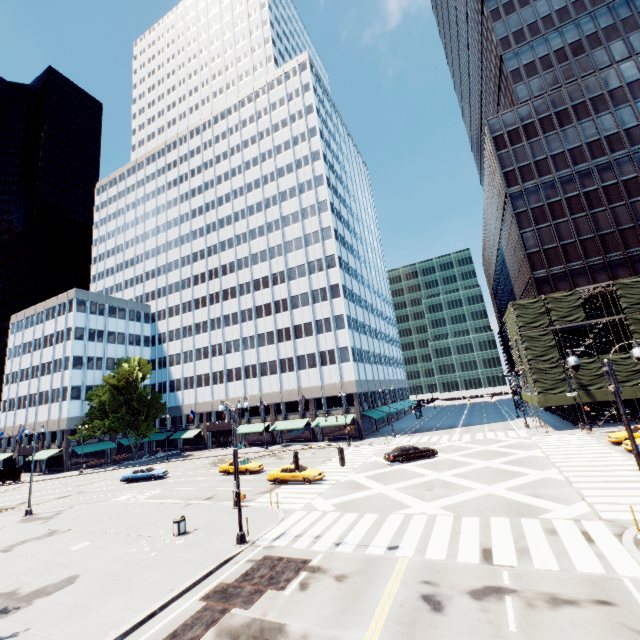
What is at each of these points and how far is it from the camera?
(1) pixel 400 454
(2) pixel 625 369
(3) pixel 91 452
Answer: (1) vehicle, 30.5m
(2) scaffolding, 34.6m
(3) building, 58.8m

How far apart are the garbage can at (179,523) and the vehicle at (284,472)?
10.1 meters

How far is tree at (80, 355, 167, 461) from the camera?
54.17m

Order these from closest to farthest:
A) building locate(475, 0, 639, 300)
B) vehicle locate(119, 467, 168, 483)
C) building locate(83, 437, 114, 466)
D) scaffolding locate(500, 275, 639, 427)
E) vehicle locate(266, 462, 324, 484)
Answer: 1. vehicle locate(266, 462, 324, 484)
2. scaffolding locate(500, 275, 639, 427)
3. vehicle locate(119, 467, 168, 483)
4. building locate(475, 0, 639, 300)
5. building locate(83, 437, 114, 466)

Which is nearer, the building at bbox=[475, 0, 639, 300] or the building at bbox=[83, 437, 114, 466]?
the building at bbox=[475, 0, 639, 300]

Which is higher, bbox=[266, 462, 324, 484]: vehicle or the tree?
the tree

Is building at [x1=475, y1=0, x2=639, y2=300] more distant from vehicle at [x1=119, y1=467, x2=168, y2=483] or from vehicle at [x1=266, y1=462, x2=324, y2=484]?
vehicle at [x1=119, y1=467, x2=168, y2=483]

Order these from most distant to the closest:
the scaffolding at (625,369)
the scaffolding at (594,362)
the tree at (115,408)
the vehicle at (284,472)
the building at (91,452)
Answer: the building at (91,452) < the tree at (115,408) < the scaffolding at (594,362) < the scaffolding at (625,369) < the vehicle at (284,472)
